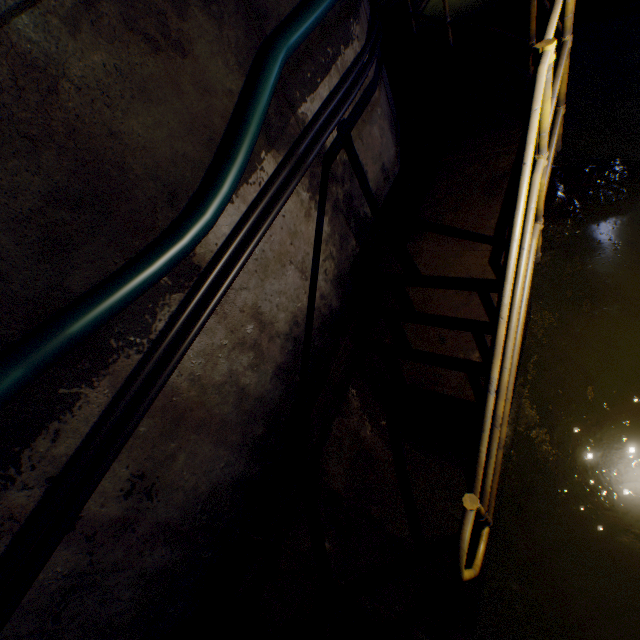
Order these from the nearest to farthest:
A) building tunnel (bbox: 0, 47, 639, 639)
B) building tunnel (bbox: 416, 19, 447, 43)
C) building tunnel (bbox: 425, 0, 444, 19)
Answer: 1. building tunnel (bbox: 0, 47, 639, 639)
2. building tunnel (bbox: 416, 19, 447, 43)
3. building tunnel (bbox: 425, 0, 444, 19)

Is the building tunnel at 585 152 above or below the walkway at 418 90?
below

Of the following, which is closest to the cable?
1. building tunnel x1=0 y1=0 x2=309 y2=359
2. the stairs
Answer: building tunnel x1=0 y1=0 x2=309 y2=359

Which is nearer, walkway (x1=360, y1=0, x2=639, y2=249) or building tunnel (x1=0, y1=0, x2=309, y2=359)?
building tunnel (x1=0, y1=0, x2=309, y2=359)

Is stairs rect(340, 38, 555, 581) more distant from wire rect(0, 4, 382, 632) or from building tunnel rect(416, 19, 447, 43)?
wire rect(0, 4, 382, 632)

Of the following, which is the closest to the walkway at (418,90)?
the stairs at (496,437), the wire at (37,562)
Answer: the stairs at (496,437)

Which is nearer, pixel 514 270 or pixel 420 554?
pixel 514 270
